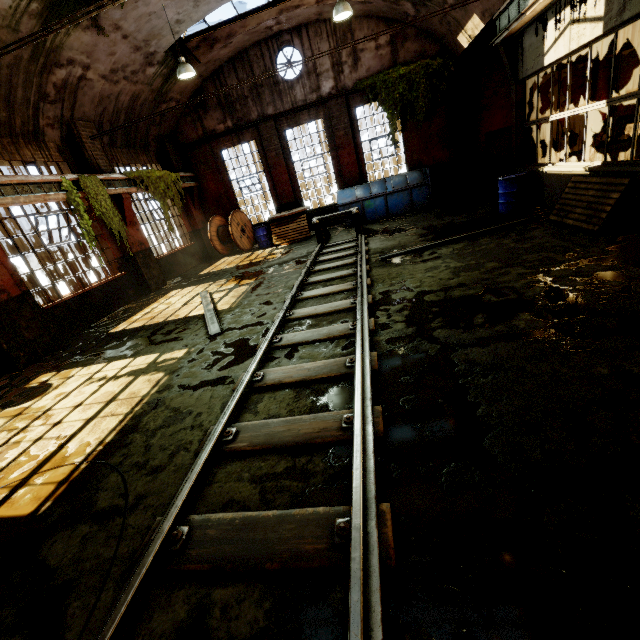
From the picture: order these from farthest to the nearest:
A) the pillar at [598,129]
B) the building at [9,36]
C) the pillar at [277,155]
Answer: the pillar at [277,155] → the pillar at [598,129] → the building at [9,36]

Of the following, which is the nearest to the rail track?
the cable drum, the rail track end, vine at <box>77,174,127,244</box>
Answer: the rail track end

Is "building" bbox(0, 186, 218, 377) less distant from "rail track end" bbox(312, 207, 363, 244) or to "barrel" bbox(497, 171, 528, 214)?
"barrel" bbox(497, 171, 528, 214)

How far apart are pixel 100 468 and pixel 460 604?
3.5m

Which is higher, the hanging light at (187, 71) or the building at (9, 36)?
the building at (9, 36)

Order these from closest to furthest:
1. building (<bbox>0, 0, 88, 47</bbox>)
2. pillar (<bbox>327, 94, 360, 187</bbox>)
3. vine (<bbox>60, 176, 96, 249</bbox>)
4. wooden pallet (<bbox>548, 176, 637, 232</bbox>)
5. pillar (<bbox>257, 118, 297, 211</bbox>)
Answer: wooden pallet (<bbox>548, 176, 637, 232</bbox>) → building (<bbox>0, 0, 88, 47</bbox>) → vine (<bbox>60, 176, 96, 249</bbox>) → pillar (<bbox>327, 94, 360, 187</bbox>) → pillar (<bbox>257, 118, 297, 211</bbox>)

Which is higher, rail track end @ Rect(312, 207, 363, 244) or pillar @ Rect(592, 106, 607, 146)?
pillar @ Rect(592, 106, 607, 146)

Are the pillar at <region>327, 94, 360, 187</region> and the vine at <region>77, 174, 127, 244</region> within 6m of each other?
no
